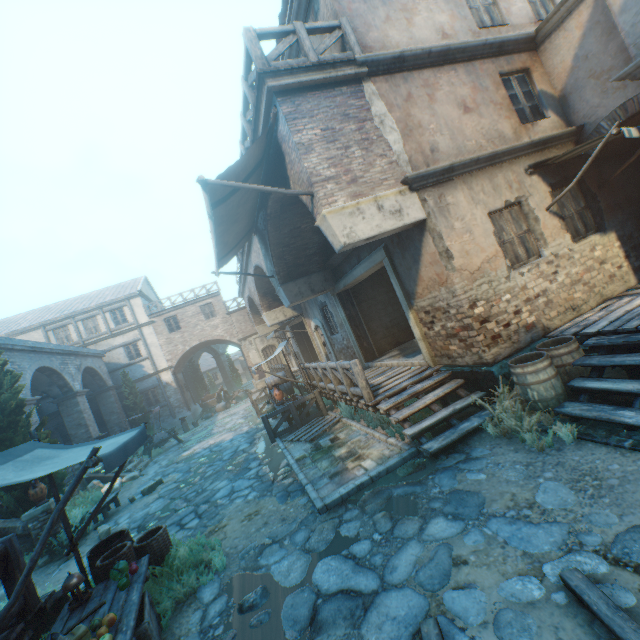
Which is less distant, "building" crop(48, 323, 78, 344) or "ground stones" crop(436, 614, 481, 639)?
"ground stones" crop(436, 614, 481, 639)

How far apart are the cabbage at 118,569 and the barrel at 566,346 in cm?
680

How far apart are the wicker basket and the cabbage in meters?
0.2 m

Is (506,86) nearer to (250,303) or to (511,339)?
(511,339)

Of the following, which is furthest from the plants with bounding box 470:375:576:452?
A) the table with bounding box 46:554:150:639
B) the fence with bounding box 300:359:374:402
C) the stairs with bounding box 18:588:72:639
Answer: the stairs with bounding box 18:588:72:639

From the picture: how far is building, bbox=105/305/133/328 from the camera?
25.5m

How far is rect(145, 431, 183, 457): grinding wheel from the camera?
17.67m

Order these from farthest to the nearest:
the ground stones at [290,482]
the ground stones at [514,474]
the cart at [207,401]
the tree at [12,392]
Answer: the cart at [207,401] < the tree at [12,392] < the ground stones at [290,482] < the ground stones at [514,474]
